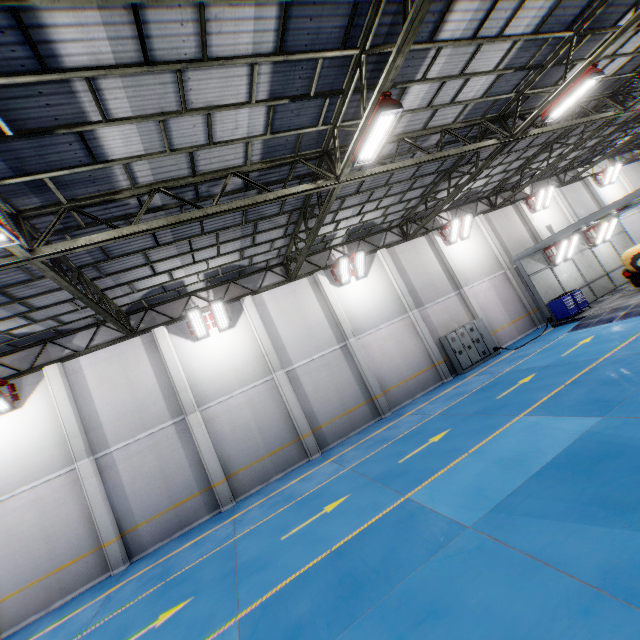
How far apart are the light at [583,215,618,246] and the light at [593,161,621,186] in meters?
8.4

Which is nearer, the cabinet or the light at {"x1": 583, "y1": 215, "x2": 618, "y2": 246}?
the cabinet

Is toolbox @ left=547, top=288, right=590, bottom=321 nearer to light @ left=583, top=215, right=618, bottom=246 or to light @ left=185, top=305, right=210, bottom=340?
light @ left=583, top=215, right=618, bottom=246

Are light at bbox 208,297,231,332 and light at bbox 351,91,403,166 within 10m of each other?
yes

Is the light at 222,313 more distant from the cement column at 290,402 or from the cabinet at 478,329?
the cabinet at 478,329

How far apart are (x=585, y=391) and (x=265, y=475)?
11.6 meters

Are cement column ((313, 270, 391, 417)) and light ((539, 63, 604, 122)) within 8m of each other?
no

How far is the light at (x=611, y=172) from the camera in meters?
24.7
